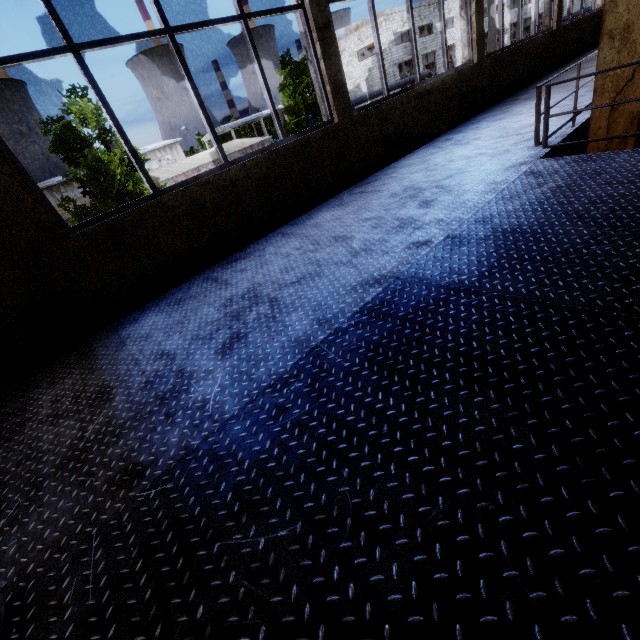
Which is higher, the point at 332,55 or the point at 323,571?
the point at 332,55

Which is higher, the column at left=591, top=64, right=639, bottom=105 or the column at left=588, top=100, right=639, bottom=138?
the column at left=591, top=64, right=639, bottom=105

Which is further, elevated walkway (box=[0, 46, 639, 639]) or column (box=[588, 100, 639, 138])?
column (box=[588, 100, 639, 138])

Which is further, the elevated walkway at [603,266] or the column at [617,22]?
the column at [617,22]

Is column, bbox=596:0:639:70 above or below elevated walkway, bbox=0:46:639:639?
above
